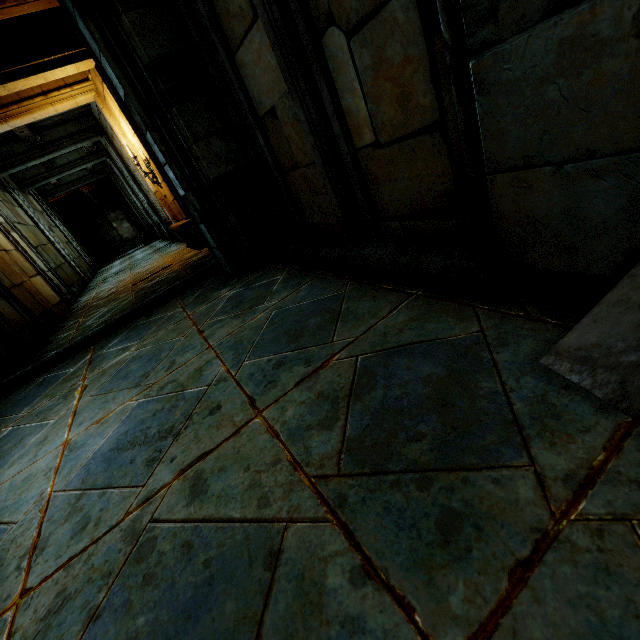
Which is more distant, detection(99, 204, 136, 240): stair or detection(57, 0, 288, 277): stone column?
detection(99, 204, 136, 240): stair

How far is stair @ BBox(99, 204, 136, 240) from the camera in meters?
28.3 m

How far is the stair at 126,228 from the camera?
28.3 meters

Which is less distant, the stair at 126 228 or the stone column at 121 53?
the stone column at 121 53

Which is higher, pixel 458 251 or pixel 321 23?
pixel 321 23
